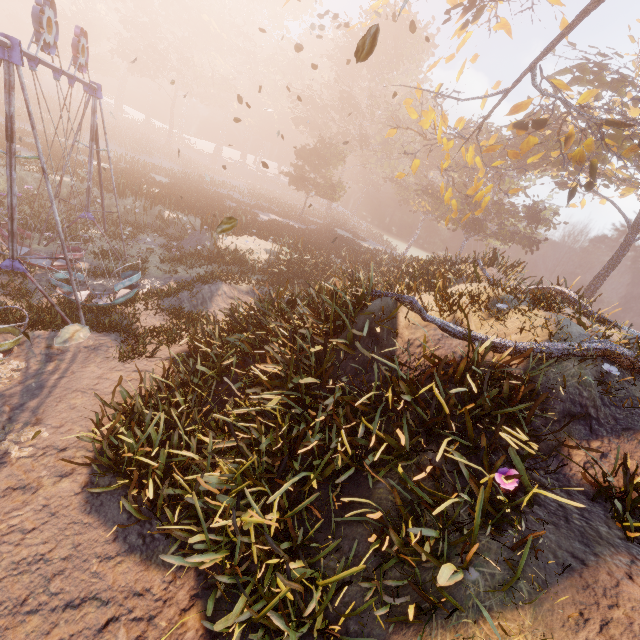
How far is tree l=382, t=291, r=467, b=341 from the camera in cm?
630

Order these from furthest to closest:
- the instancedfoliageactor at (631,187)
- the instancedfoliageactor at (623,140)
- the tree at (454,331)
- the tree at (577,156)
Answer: the instancedfoliageactor at (631,187), the instancedfoliageactor at (623,140), the tree at (577,156), the tree at (454,331)

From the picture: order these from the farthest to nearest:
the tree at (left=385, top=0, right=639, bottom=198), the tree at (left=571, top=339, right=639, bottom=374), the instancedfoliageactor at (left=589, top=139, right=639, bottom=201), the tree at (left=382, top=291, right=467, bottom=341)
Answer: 1. the instancedfoliageactor at (left=589, top=139, right=639, bottom=201)
2. the tree at (left=385, top=0, right=639, bottom=198)
3. the tree at (left=382, top=291, right=467, bottom=341)
4. the tree at (left=571, top=339, right=639, bottom=374)

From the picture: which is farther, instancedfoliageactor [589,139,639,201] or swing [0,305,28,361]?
instancedfoliageactor [589,139,639,201]

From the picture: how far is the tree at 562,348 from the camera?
5.9 meters

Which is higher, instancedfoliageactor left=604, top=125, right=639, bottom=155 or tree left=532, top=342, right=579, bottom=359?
instancedfoliageactor left=604, top=125, right=639, bottom=155

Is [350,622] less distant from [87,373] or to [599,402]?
[599,402]

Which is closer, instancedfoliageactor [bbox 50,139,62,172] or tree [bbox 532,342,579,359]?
tree [bbox 532,342,579,359]
